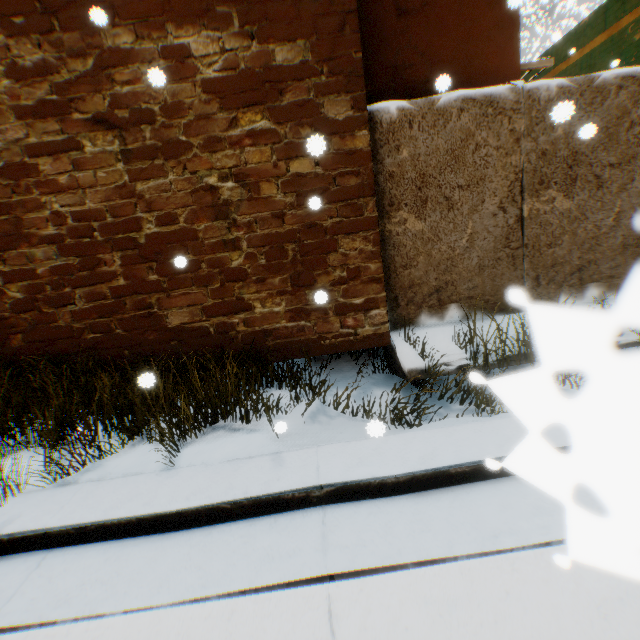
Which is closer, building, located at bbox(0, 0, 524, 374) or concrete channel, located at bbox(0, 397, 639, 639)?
concrete channel, located at bbox(0, 397, 639, 639)

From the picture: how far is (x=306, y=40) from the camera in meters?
3.6 m

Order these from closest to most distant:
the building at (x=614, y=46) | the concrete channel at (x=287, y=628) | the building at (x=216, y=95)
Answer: the concrete channel at (x=287, y=628) < the building at (x=216, y=95) < the building at (x=614, y=46)

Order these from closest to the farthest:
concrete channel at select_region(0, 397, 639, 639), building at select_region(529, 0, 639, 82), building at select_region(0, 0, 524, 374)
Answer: concrete channel at select_region(0, 397, 639, 639) → building at select_region(0, 0, 524, 374) → building at select_region(529, 0, 639, 82)

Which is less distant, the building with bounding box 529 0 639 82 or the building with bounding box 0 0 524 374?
the building with bounding box 0 0 524 374

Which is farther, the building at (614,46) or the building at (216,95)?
the building at (614,46)

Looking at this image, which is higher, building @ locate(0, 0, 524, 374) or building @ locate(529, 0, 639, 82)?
building @ locate(529, 0, 639, 82)
